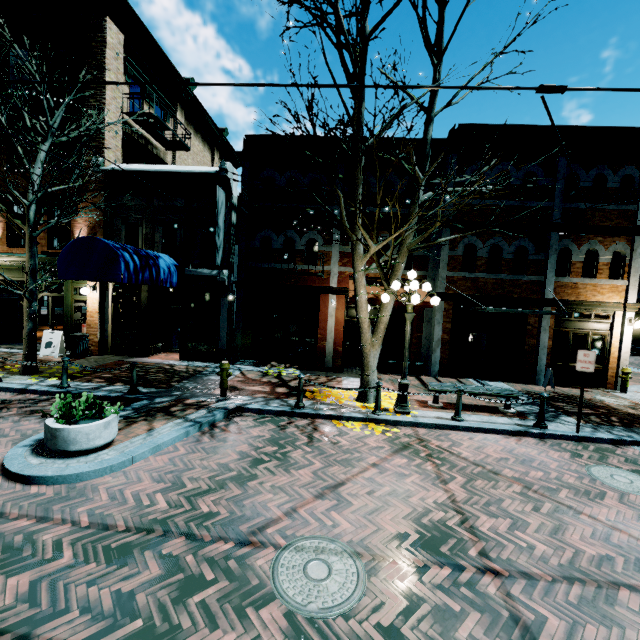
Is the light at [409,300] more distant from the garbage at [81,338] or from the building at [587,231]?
the garbage at [81,338]

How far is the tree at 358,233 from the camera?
6.8 meters

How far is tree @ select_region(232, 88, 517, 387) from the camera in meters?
6.8 m

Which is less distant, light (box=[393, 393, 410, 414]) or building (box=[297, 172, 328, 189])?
light (box=[393, 393, 410, 414])

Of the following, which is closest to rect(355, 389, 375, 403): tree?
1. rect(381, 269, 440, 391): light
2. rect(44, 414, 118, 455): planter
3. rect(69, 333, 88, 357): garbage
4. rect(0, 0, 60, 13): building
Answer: rect(381, 269, 440, 391): light

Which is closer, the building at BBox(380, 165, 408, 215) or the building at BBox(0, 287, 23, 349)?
the building at BBox(380, 165, 408, 215)

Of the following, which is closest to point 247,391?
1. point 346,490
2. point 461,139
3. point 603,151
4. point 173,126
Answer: point 346,490

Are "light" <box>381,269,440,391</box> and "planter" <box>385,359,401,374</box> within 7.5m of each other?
yes
